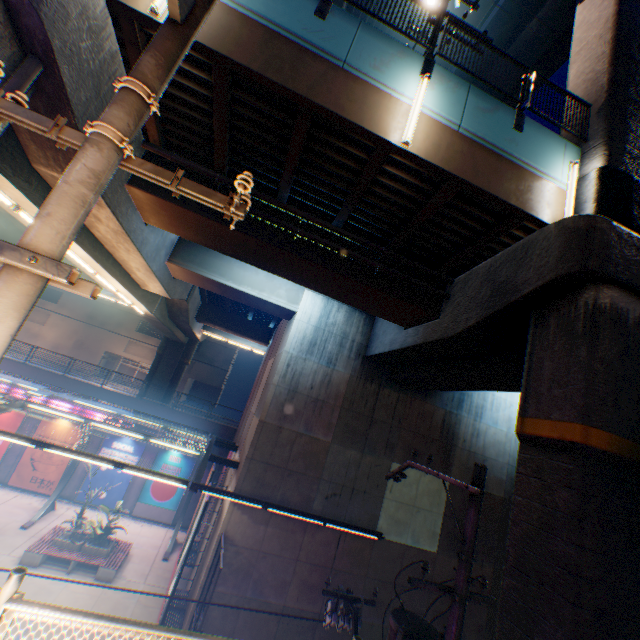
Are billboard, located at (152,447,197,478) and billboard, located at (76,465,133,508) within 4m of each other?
yes

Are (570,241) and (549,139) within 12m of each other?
yes

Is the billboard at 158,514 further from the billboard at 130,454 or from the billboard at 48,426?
the billboard at 48,426

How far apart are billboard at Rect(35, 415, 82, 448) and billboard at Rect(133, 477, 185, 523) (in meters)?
4.76

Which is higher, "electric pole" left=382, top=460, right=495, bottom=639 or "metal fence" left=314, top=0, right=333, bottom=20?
"metal fence" left=314, top=0, right=333, bottom=20

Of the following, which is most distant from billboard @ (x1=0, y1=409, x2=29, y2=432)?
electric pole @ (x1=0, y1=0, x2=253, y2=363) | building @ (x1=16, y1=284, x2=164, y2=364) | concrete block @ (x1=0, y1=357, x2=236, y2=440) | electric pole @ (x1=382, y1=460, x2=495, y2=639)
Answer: electric pole @ (x1=0, y1=0, x2=253, y2=363)

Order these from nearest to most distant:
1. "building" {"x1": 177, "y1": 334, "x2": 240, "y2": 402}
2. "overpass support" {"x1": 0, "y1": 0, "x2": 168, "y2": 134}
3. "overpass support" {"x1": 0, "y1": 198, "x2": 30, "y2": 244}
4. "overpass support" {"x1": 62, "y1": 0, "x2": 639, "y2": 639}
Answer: "overpass support" {"x1": 0, "y1": 0, "x2": 168, "y2": 134} < "overpass support" {"x1": 62, "y1": 0, "x2": 639, "y2": 639} < "overpass support" {"x1": 0, "y1": 198, "x2": 30, "y2": 244} < "building" {"x1": 177, "y1": 334, "x2": 240, "y2": 402}

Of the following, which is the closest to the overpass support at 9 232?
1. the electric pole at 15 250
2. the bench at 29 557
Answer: the electric pole at 15 250
